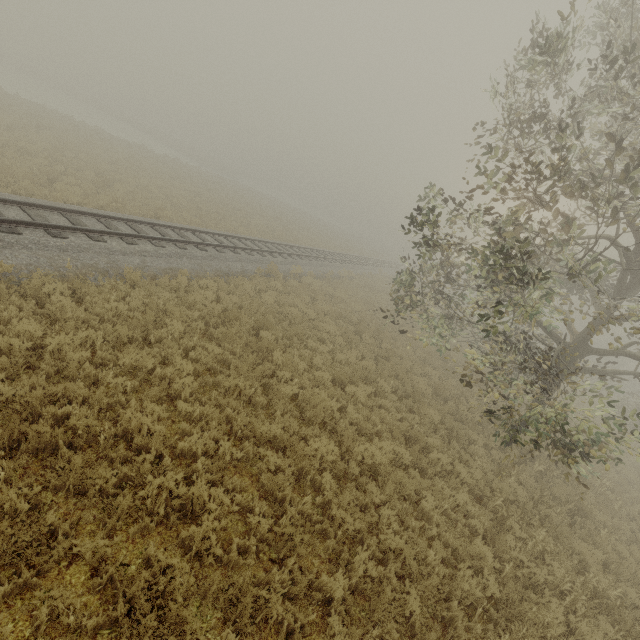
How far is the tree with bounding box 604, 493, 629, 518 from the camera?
10.8 meters

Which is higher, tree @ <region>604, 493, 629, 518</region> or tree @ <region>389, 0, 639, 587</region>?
tree @ <region>389, 0, 639, 587</region>

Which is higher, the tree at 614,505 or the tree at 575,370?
the tree at 575,370

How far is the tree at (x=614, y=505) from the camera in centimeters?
1081cm

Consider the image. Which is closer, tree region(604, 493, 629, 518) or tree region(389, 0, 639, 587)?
tree region(389, 0, 639, 587)

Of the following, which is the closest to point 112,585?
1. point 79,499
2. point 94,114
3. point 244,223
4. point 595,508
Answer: point 79,499
